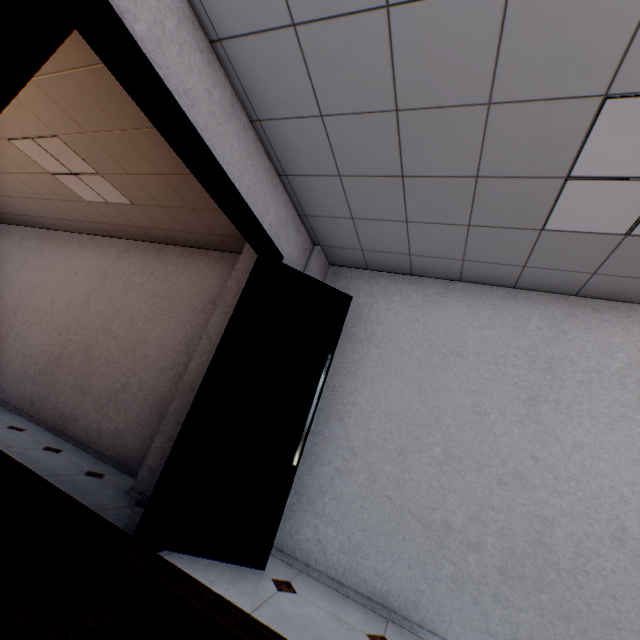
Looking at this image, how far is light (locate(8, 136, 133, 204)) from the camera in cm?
351

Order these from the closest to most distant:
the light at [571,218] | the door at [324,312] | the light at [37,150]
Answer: the door at [324,312] → the light at [571,218] → the light at [37,150]

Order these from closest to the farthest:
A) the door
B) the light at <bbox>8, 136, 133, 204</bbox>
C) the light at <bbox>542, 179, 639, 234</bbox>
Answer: the door → the light at <bbox>542, 179, 639, 234</bbox> → the light at <bbox>8, 136, 133, 204</bbox>

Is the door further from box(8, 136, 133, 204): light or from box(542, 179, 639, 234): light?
box(8, 136, 133, 204): light

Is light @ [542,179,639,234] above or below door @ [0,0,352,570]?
above

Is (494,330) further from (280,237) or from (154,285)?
(154,285)

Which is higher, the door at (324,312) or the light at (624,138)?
the light at (624,138)
